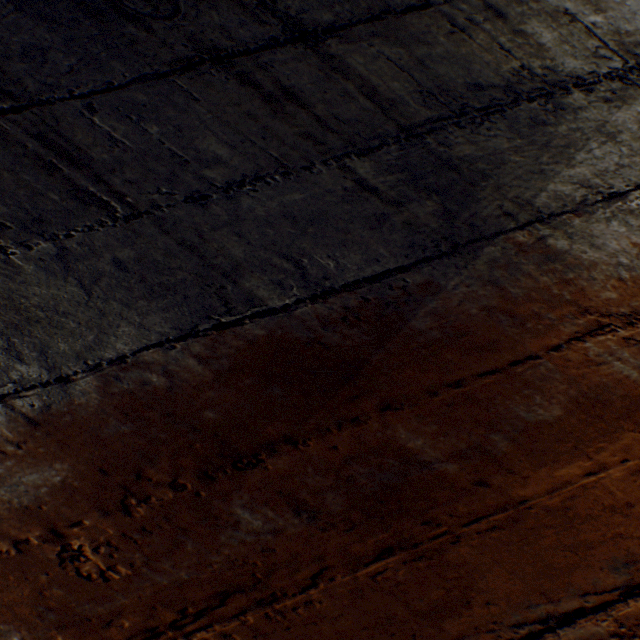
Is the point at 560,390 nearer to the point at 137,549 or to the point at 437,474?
the point at 437,474
